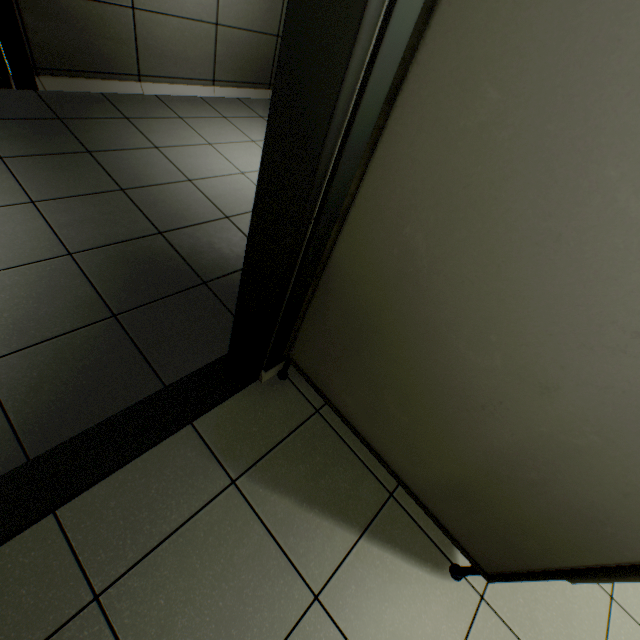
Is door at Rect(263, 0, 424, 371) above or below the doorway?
above

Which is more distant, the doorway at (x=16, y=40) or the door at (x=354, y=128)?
the doorway at (x=16, y=40)

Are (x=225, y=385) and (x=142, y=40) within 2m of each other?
no

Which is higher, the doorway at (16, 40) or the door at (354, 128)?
the door at (354, 128)

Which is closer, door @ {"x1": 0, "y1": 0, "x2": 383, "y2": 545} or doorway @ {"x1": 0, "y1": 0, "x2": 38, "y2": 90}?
door @ {"x1": 0, "y1": 0, "x2": 383, "y2": 545}
